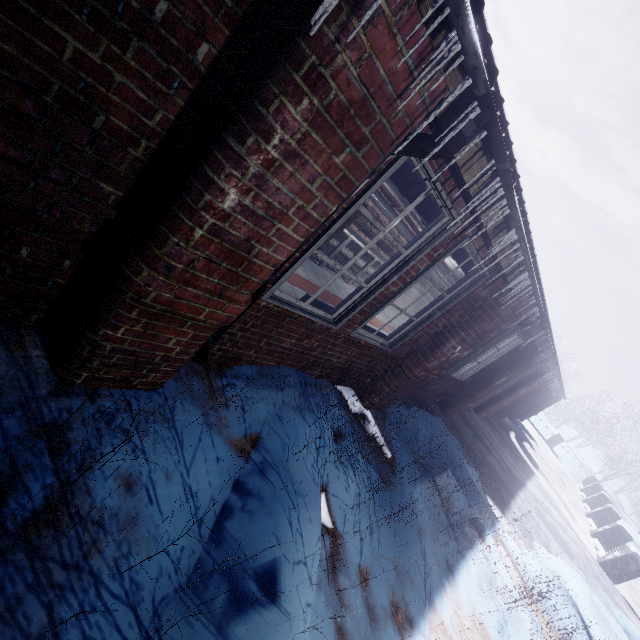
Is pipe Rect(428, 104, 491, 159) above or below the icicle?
above

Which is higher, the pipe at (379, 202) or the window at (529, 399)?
the pipe at (379, 202)

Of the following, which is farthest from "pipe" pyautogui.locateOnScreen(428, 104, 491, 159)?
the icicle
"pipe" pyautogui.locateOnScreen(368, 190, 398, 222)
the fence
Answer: the fence

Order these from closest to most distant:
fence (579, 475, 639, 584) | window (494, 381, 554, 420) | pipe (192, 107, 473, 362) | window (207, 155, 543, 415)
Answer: pipe (192, 107, 473, 362) → window (207, 155, 543, 415) → fence (579, 475, 639, 584) → window (494, 381, 554, 420)

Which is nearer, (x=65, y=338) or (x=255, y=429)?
(x=65, y=338)

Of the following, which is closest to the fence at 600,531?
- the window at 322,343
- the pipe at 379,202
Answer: the window at 322,343

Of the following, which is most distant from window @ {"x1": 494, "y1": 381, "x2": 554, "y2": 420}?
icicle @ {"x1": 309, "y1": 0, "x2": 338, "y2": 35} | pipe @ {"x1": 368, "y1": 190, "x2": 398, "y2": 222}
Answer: icicle @ {"x1": 309, "y1": 0, "x2": 338, "y2": 35}

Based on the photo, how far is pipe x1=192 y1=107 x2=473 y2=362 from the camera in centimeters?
141cm
